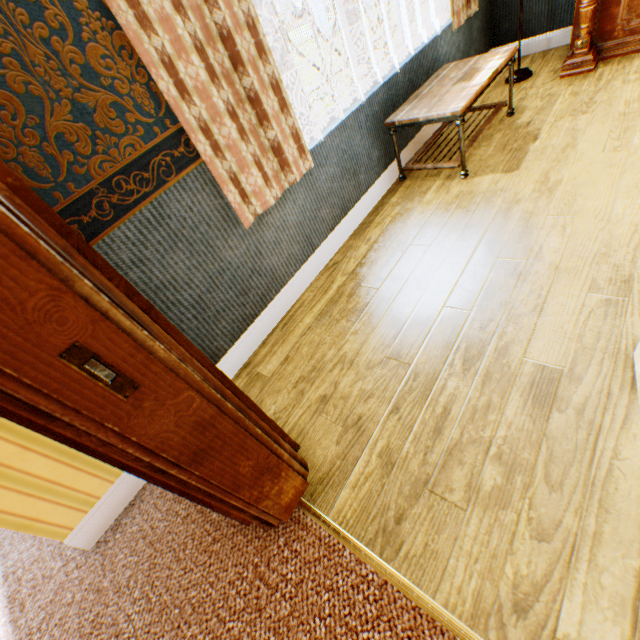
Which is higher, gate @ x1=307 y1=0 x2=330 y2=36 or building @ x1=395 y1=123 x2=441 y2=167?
gate @ x1=307 y1=0 x2=330 y2=36

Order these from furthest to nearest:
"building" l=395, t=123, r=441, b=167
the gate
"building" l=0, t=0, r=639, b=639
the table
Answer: the gate, "building" l=395, t=123, r=441, b=167, the table, "building" l=0, t=0, r=639, b=639

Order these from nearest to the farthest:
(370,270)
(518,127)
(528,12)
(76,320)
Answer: (76,320) < (370,270) < (518,127) < (528,12)

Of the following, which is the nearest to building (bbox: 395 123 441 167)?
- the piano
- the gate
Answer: the piano

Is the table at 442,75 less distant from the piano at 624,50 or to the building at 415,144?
the building at 415,144

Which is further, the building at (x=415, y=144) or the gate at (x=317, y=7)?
the gate at (x=317, y=7)

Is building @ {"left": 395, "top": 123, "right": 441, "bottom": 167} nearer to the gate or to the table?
the table

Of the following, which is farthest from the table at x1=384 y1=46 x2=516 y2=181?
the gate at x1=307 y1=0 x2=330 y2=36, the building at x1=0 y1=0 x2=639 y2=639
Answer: the gate at x1=307 y1=0 x2=330 y2=36
